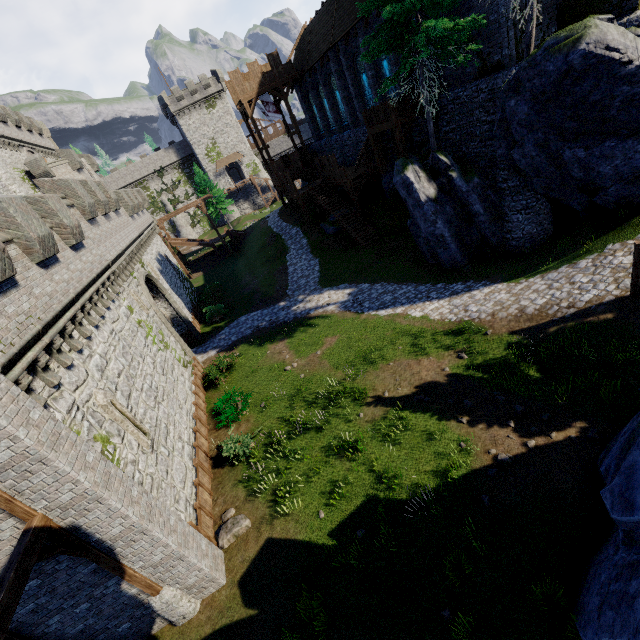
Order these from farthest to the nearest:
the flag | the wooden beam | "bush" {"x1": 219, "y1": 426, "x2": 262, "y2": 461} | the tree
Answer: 1. the flag
2. the tree
3. "bush" {"x1": 219, "y1": 426, "x2": 262, "y2": 461}
4. the wooden beam

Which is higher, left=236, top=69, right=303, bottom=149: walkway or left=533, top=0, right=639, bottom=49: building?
left=236, top=69, right=303, bottom=149: walkway

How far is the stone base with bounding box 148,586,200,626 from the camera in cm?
850

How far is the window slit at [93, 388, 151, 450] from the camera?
9.48m

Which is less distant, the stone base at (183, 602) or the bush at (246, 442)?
the stone base at (183, 602)

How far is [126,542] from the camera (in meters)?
7.63

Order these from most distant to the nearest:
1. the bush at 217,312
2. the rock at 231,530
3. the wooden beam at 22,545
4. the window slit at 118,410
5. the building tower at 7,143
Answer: the building tower at 7,143, the bush at 217,312, the rock at 231,530, the window slit at 118,410, the wooden beam at 22,545

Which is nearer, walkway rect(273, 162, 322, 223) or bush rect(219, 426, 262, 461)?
bush rect(219, 426, 262, 461)
